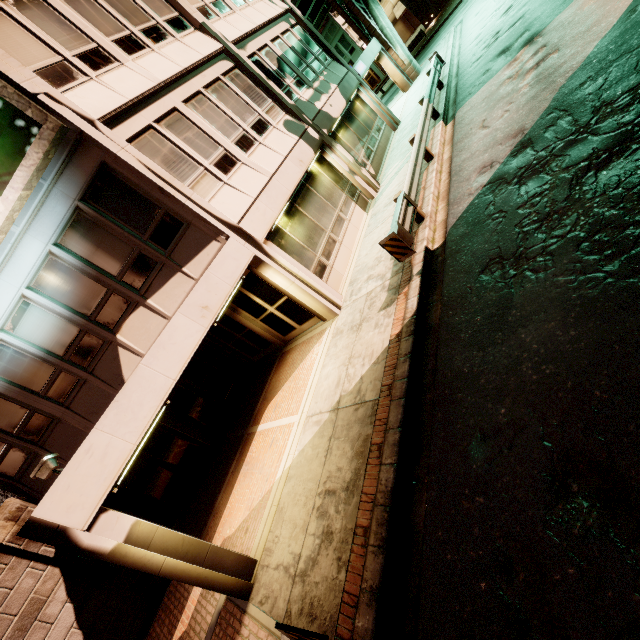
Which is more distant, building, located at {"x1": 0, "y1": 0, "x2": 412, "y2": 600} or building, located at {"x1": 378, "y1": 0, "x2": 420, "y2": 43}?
building, located at {"x1": 378, "y1": 0, "x2": 420, "y2": 43}

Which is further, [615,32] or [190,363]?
[190,363]

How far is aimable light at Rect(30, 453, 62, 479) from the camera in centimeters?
520cm

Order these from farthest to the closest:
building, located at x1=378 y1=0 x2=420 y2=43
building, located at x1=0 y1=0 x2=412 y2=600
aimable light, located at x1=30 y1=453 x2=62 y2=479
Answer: building, located at x1=378 y1=0 x2=420 y2=43, building, located at x1=0 y1=0 x2=412 y2=600, aimable light, located at x1=30 y1=453 x2=62 y2=479

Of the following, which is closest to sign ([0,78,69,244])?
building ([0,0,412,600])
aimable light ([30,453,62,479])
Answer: building ([0,0,412,600])

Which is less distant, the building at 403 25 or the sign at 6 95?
the sign at 6 95

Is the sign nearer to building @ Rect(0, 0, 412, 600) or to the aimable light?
building @ Rect(0, 0, 412, 600)

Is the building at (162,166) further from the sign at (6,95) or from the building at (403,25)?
the building at (403,25)
